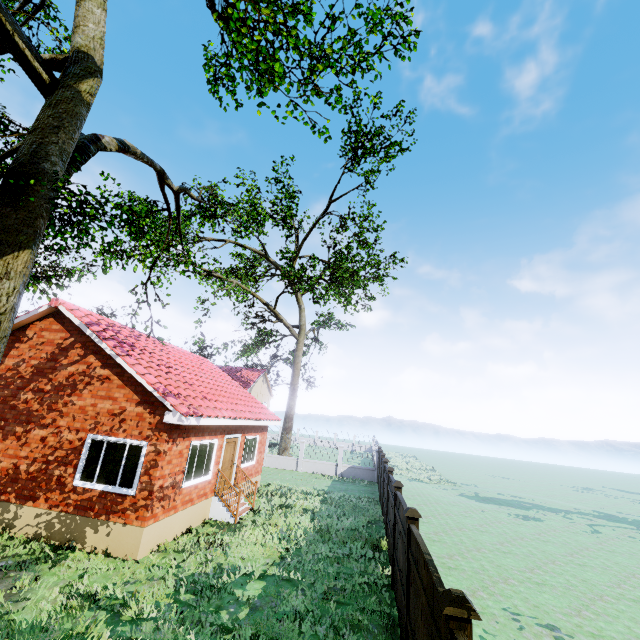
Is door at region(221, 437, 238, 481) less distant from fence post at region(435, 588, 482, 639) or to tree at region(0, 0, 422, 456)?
tree at region(0, 0, 422, 456)

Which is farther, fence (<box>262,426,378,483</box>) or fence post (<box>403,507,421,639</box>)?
fence (<box>262,426,378,483</box>)

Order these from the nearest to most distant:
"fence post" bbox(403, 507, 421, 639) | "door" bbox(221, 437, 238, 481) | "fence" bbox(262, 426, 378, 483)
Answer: "fence post" bbox(403, 507, 421, 639) < "door" bbox(221, 437, 238, 481) < "fence" bbox(262, 426, 378, 483)

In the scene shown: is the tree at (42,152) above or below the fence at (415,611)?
above

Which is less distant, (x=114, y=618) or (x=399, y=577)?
(x=114, y=618)

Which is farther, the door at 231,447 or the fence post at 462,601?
the door at 231,447

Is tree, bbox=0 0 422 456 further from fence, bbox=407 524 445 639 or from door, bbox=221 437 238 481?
door, bbox=221 437 238 481
